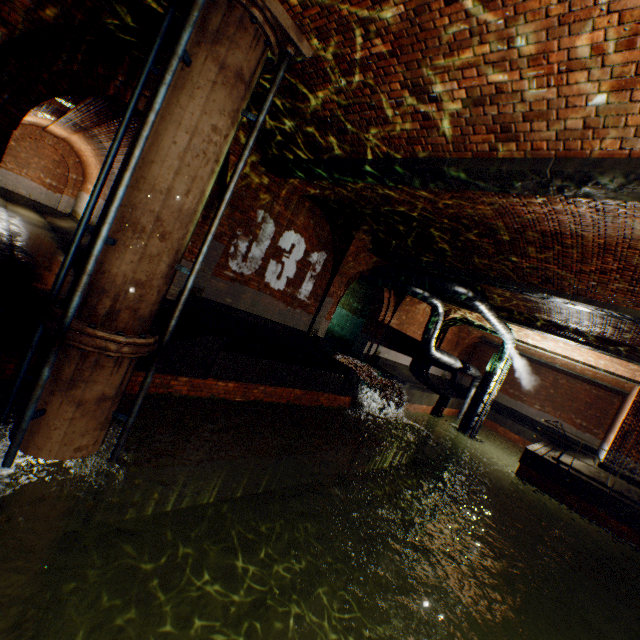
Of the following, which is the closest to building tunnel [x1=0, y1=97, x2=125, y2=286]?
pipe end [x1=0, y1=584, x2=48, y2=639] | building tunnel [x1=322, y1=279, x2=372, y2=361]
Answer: building tunnel [x1=322, y1=279, x2=372, y2=361]

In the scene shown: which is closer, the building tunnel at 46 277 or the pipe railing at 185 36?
the pipe railing at 185 36

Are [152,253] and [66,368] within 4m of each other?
yes

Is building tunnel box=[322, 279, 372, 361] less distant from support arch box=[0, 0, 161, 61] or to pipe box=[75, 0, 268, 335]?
support arch box=[0, 0, 161, 61]

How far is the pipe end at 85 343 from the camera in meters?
3.6 m

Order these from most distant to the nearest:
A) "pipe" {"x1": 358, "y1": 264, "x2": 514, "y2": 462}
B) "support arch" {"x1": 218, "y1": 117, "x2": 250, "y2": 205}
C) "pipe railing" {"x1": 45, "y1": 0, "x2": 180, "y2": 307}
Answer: "pipe" {"x1": 358, "y1": 264, "x2": 514, "y2": 462}, "support arch" {"x1": 218, "y1": 117, "x2": 250, "y2": 205}, "pipe railing" {"x1": 45, "y1": 0, "x2": 180, "y2": 307}

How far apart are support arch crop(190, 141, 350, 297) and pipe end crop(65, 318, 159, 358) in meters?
3.7 m
